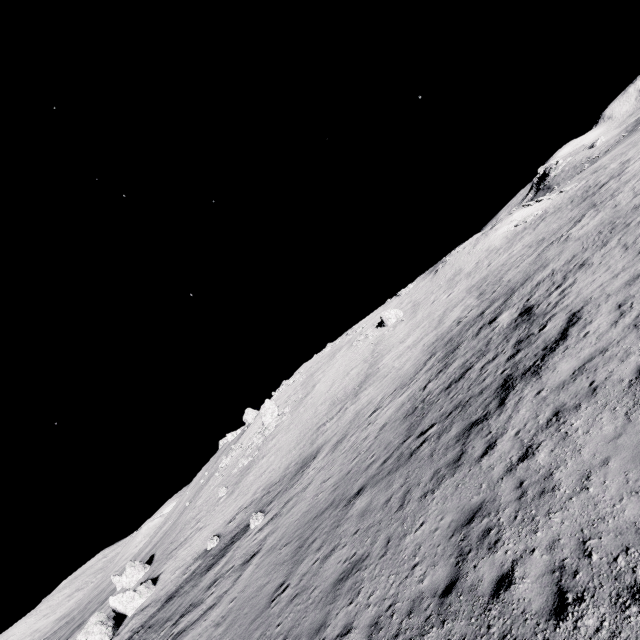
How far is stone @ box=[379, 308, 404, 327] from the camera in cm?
4731

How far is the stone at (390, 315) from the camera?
47.3 meters

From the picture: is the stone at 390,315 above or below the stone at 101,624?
above

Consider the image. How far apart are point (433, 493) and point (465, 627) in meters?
4.1 m

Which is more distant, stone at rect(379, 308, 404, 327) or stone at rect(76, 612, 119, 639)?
stone at rect(379, 308, 404, 327)

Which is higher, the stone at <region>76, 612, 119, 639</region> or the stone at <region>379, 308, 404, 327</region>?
the stone at <region>379, 308, 404, 327</region>
